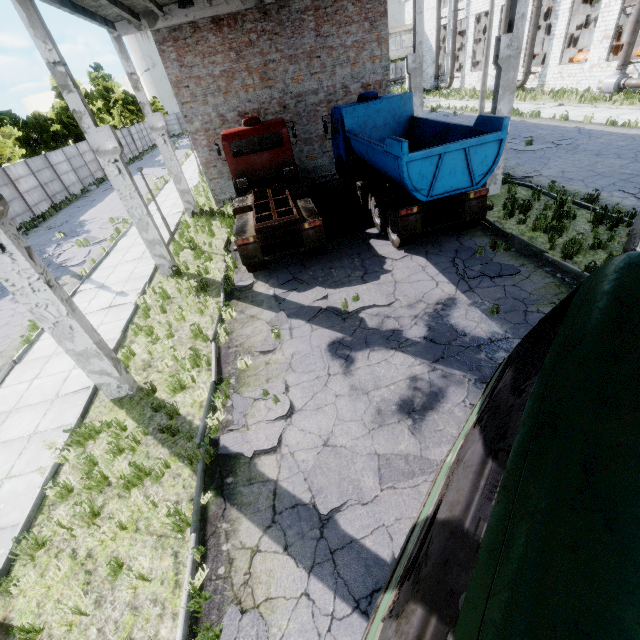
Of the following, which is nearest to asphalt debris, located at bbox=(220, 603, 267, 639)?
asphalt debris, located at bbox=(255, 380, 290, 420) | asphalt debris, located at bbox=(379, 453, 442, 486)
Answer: asphalt debris, located at bbox=(379, 453, 442, 486)

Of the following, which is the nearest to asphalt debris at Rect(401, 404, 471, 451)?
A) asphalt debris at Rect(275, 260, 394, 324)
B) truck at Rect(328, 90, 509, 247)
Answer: truck at Rect(328, 90, 509, 247)

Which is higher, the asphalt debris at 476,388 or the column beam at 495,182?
the column beam at 495,182

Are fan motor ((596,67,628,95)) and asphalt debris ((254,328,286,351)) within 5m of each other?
no

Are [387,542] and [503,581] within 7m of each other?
yes

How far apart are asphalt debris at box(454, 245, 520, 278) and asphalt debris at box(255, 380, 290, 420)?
5.5m

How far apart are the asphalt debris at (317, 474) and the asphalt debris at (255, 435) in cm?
75

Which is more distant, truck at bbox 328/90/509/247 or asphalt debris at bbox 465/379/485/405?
truck at bbox 328/90/509/247
